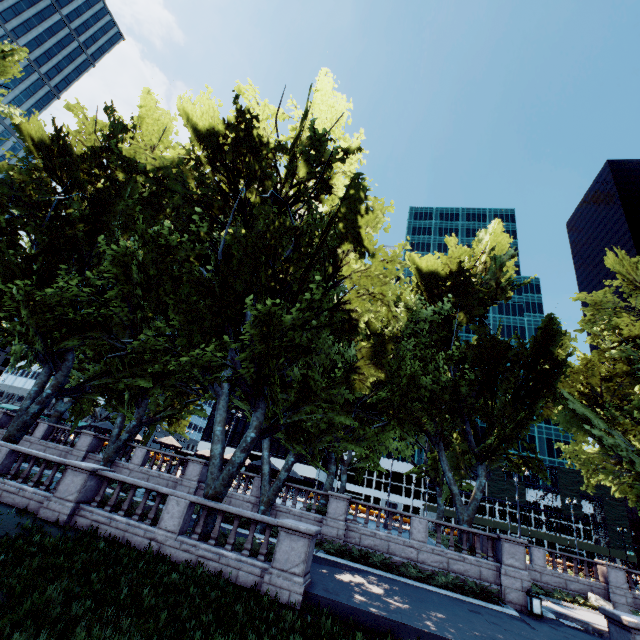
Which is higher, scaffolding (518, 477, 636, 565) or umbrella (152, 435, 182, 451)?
scaffolding (518, 477, 636, 565)

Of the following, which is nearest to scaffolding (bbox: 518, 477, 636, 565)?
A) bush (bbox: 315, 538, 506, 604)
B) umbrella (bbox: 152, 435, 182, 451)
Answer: umbrella (bbox: 152, 435, 182, 451)

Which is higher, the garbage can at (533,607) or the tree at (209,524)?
the tree at (209,524)

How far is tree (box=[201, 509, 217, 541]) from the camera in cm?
1292

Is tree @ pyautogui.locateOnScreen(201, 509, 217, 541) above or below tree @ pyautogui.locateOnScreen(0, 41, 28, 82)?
below

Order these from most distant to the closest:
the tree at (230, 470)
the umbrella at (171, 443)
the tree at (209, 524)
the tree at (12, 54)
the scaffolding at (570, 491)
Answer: the scaffolding at (570, 491), the umbrella at (171, 443), the tree at (12, 54), the tree at (230, 470), the tree at (209, 524)

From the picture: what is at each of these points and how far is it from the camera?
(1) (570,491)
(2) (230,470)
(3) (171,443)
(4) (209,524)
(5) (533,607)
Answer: (1) scaffolding, 59.2 meters
(2) tree, 13.9 meters
(3) umbrella, 29.3 meters
(4) tree, 13.2 meters
(5) garbage can, 16.1 meters

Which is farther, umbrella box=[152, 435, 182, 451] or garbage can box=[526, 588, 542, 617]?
umbrella box=[152, 435, 182, 451]
